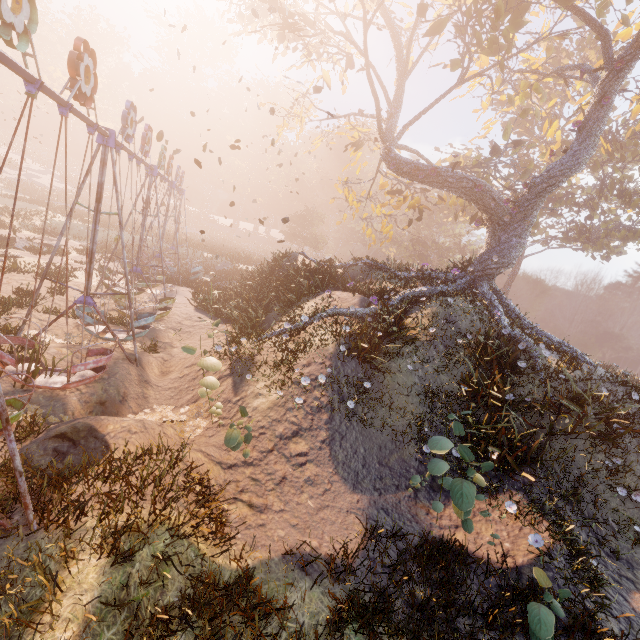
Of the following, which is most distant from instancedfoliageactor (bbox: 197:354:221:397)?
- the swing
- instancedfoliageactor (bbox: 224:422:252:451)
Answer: the swing

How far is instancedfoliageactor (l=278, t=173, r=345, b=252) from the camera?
47.3 meters

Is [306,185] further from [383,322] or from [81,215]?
[383,322]

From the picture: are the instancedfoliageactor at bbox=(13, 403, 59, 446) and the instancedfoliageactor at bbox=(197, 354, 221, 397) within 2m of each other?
no

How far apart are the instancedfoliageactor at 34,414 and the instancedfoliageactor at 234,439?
4.22m

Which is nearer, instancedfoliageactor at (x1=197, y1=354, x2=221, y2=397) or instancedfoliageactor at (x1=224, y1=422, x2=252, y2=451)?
instancedfoliageactor at (x1=224, y1=422, x2=252, y2=451)

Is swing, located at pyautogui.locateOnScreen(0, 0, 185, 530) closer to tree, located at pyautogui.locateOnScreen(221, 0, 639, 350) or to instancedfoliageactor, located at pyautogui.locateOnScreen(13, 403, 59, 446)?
instancedfoliageactor, located at pyautogui.locateOnScreen(13, 403, 59, 446)

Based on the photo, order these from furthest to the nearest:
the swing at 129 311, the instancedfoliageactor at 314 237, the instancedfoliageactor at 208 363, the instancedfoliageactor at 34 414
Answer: the instancedfoliageactor at 314 237
the instancedfoliageactor at 208 363
the instancedfoliageactor at 34 414
the swing at 129 311
